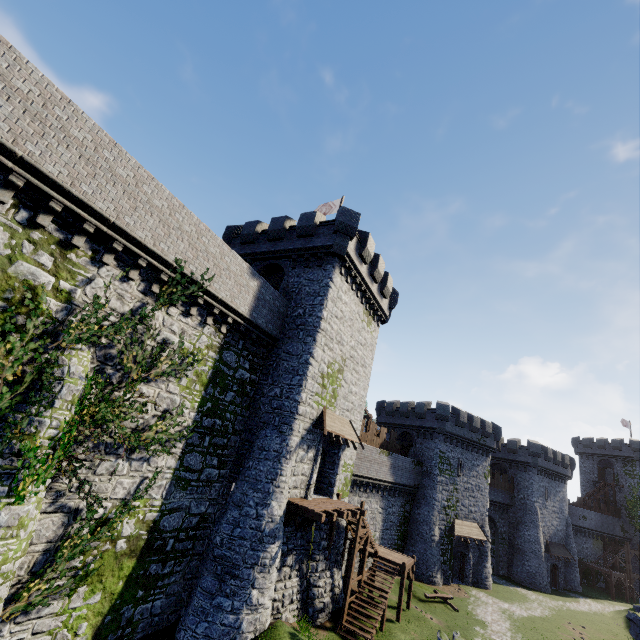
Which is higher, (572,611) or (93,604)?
(93,604)

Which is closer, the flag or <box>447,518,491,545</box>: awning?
the flag

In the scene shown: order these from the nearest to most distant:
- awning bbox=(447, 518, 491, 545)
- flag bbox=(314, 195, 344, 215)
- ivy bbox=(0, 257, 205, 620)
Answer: ivy bbox=(0, 257, 205, 620) → flag bbox=(314, 195, 344, 215) → awning bbox=(447, 518, 491, 545)

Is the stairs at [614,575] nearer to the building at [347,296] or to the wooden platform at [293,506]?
the building at [347,296]

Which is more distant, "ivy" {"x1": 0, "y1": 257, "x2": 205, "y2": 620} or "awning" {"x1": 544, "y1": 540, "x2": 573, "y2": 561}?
"awning" {"x1": 544, "y1": 540, "x2": 573, "y2": 561}

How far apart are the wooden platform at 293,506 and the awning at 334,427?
3.1 meters

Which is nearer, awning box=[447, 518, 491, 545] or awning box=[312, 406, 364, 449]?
awning box=[312, 406, 364, 449]

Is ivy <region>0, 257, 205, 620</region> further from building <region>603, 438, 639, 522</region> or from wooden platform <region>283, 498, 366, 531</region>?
building <region>603, 438, 639, 522</region>
